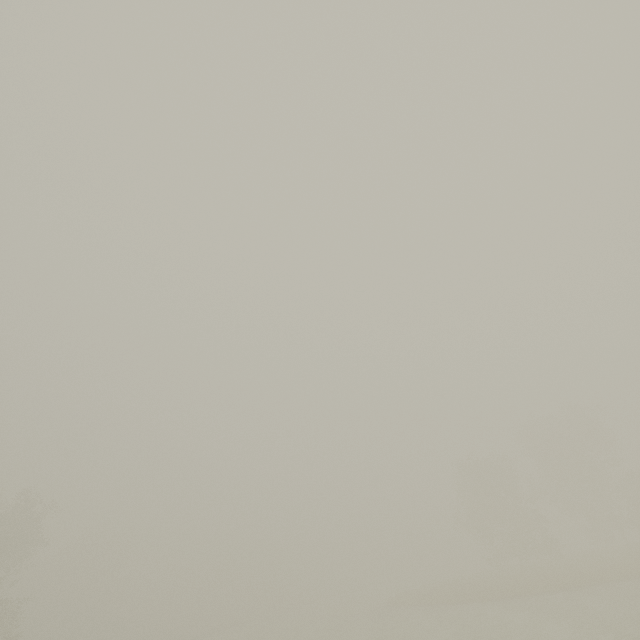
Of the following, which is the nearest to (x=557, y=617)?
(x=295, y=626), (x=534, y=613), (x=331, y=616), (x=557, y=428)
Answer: (x=534, y=613)
